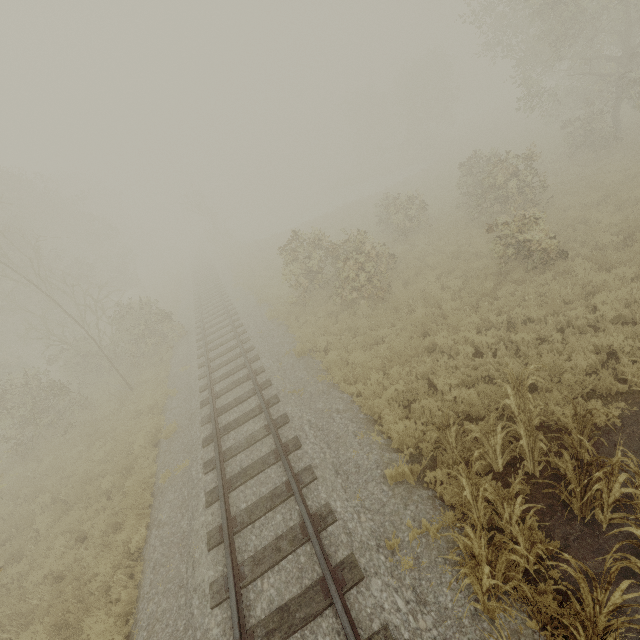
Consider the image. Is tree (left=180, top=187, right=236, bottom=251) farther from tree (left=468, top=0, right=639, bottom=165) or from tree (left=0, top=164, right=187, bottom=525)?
tree (left=468, top=0, right=639, bottom=165)

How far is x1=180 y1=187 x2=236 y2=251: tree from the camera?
40.1m

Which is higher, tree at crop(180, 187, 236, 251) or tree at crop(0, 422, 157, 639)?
tree at crop(180, 187, 236, 251)

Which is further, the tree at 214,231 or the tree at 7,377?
the tree at 214,231

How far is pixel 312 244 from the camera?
14.2 meters

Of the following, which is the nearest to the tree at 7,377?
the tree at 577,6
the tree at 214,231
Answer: the tree at 214,231

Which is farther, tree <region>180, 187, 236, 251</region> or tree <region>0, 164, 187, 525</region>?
tree <region>180, 187, 236, 251</region>

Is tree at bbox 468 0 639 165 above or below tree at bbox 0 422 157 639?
above
